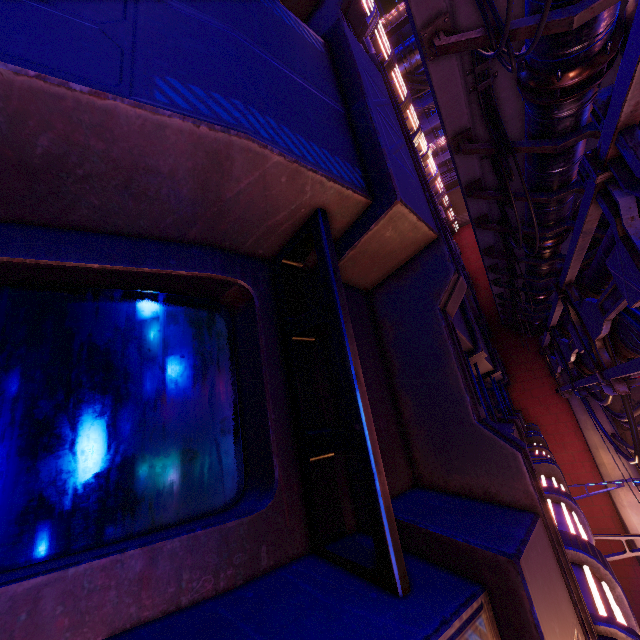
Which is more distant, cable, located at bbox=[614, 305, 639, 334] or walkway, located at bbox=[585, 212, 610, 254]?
walkway, located at bbox=[585, 212, 610, 254]

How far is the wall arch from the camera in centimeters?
1469cm

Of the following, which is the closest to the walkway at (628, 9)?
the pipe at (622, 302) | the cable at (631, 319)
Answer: the pipe at (622, 302)

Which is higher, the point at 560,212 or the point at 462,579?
the point at 560,212

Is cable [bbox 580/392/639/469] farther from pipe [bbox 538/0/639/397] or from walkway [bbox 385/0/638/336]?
walkway [bbox 385/0/638/336]

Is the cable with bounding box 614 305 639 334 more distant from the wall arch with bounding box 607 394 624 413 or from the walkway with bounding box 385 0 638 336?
the walkway with bounding box 385 0 638 336

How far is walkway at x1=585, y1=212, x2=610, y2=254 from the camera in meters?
6.6 m
